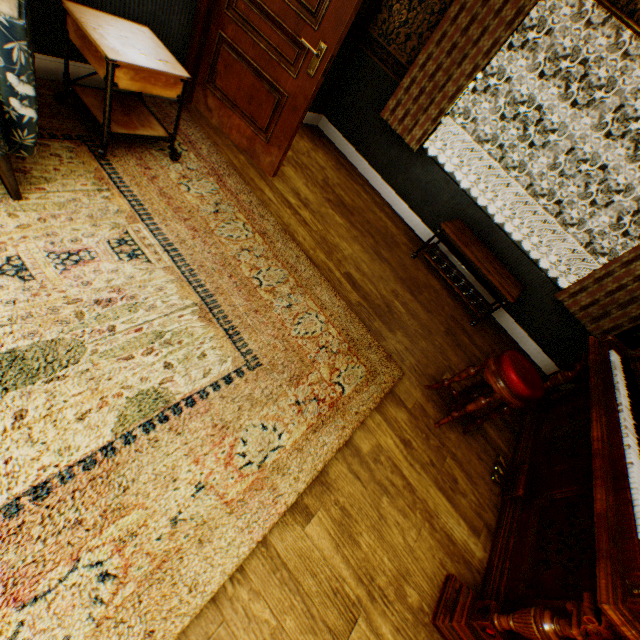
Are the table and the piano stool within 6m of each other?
yes

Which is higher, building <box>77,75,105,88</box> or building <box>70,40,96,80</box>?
building <box>70,40,96,80</box>

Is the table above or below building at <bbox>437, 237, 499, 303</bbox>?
above

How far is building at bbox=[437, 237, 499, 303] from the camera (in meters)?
4.29

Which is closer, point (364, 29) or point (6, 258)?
point (6, 258)

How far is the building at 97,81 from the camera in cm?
259

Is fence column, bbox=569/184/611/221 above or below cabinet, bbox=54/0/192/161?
above
